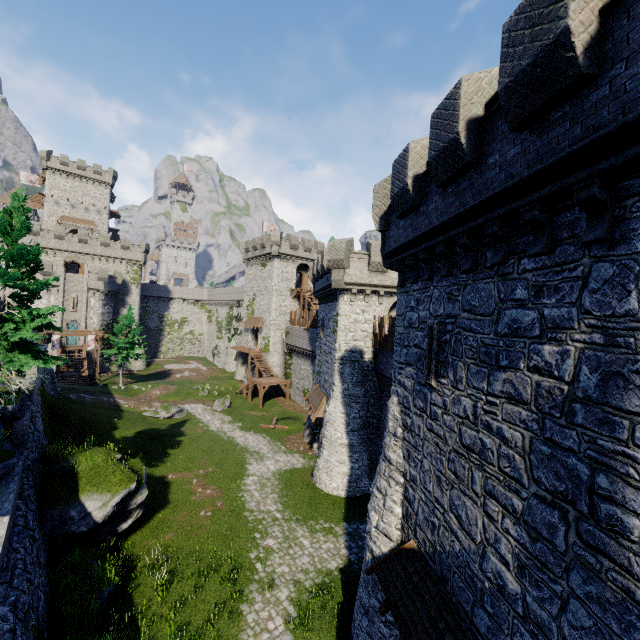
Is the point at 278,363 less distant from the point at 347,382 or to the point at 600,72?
the point at 347,382

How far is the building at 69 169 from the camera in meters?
58.0

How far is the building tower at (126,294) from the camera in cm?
5028

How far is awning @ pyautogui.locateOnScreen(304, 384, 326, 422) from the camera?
23.9m

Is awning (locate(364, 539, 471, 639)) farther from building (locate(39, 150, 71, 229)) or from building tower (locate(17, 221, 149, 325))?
building (locate(39, 150, 71, 229))

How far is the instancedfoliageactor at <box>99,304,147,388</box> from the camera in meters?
43.3

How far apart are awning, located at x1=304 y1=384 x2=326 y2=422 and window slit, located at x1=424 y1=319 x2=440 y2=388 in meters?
15.4 m

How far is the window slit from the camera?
8.8m
